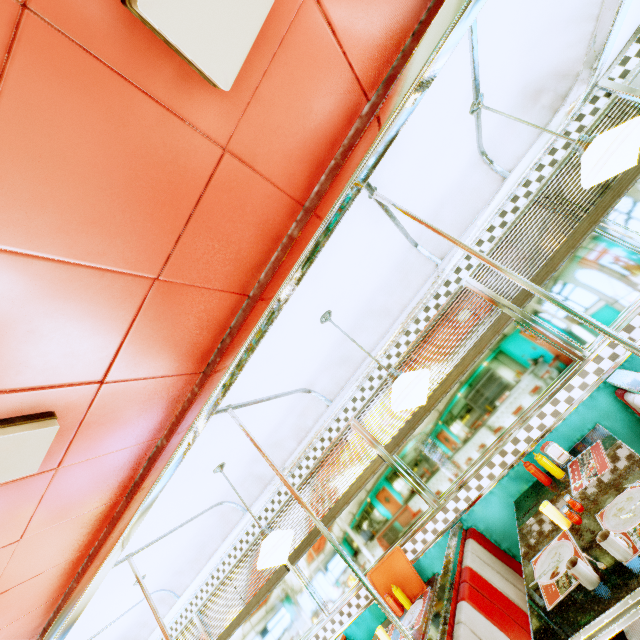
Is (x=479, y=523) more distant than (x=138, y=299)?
Yes

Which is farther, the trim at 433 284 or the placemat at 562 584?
the trim at 433 284

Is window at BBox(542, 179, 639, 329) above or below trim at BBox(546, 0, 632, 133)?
below

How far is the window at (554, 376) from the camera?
2.9 meters

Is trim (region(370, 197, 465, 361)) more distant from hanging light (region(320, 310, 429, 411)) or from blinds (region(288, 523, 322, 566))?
hanging light (region(320, 310, 429, 411))

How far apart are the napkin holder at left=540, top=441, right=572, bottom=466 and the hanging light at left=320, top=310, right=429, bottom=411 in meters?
1.2 m

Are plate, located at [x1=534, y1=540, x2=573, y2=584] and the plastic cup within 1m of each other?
yes

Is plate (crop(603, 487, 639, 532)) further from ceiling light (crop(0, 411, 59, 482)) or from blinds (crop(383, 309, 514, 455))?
ceiling light (crop(0, 411, 59, 482))
